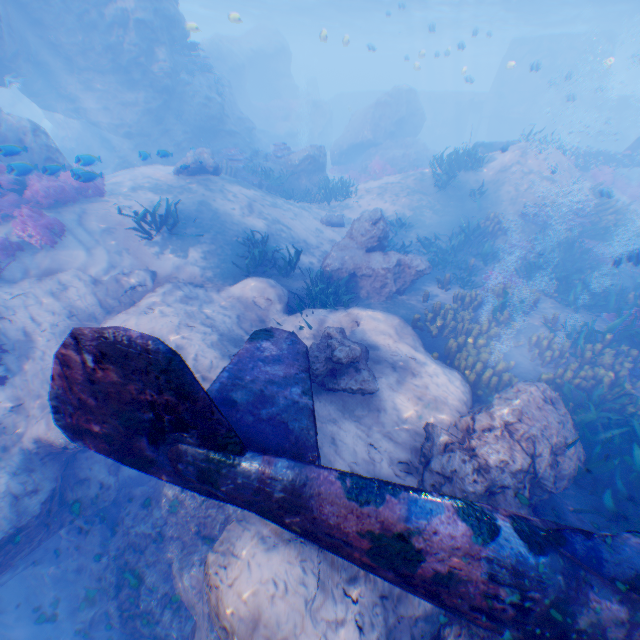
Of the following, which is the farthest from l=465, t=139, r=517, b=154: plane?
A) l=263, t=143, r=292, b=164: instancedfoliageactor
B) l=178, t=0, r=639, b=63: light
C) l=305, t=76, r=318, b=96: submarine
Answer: l=305, t=76, r=318, b=96: submarine

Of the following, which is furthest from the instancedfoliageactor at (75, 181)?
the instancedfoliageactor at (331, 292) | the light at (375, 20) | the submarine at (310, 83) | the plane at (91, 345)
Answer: the submarine at (310, 83)

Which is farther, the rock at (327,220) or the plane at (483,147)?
the plane at (483,147)

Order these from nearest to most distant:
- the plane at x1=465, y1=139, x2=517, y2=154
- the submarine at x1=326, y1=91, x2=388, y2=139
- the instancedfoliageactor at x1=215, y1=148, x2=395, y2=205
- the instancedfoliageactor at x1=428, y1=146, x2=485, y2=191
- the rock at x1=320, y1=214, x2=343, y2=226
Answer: the rock at x1=320, y1=214, x2=343, y2=226
the instancedfoliageactor at x1=428, y1=146, x2=485, y2=191
the instancedfoliageactor at x1=215, y1=148, x2=395, y2=205
the plane at x1=465, y1=139, x2=517, y2=154
the submarine at x1=326, y1=91, x2=388, y2=139

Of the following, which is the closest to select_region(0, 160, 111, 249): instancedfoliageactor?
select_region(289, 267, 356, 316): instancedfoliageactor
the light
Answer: select_region(289, 267, 356, 316): instancedfoliageactor

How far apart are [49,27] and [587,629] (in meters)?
22.74

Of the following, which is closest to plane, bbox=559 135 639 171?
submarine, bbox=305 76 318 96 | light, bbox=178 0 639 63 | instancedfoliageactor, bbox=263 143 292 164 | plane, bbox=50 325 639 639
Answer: instancedfoliageactor, bbox=263 143 292 164

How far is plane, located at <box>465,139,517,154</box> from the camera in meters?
18.4
